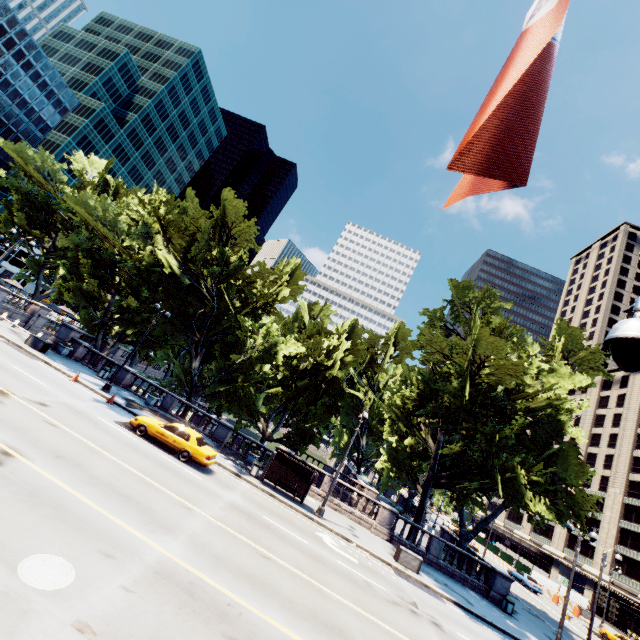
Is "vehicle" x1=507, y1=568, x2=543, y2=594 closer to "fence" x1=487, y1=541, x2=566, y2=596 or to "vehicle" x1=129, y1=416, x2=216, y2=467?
"fence" x1=487, y1=541, x2=566, y2=596

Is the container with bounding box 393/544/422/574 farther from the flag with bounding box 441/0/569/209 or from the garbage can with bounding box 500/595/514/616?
the flag with bounding box 441/0/569/209

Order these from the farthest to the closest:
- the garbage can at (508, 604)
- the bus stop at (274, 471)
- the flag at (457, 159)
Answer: the garbage can at (508, 604)
the bus stop at (274, 471)
the flag at (457, 159)

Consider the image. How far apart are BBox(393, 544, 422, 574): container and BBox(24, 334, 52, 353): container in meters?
29.3

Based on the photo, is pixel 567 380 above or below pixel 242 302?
above

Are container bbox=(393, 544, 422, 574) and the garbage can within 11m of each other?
yes

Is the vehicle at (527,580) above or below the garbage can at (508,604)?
above

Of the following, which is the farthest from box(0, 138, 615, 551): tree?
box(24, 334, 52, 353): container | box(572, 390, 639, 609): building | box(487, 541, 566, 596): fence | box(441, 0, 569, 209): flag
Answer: box(441, 0, 569, 209): flag
